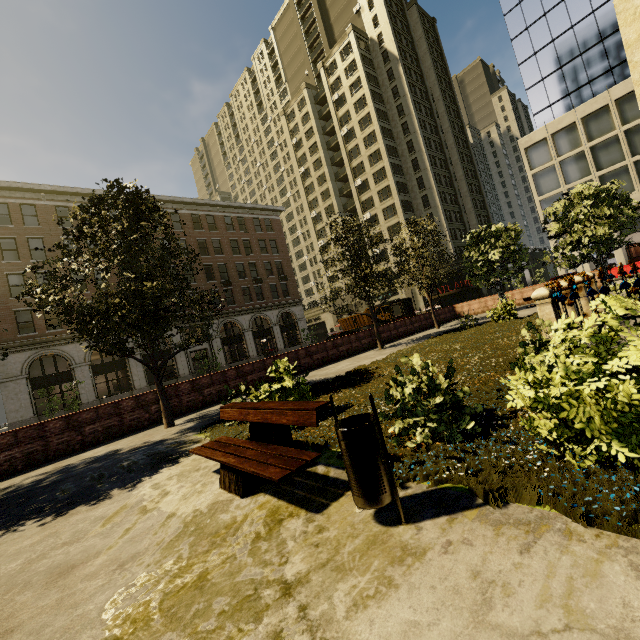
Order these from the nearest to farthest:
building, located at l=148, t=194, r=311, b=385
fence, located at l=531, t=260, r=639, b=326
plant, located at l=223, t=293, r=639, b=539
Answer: plant, located at l=223, t=293, r=639, b=539 < fence, located at l=531, t=260, r=639, b=326 < building, located at l=148, t=194, r=311, b=385

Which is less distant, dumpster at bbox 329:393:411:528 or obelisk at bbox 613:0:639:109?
dumpster at bbox 329:393:411:528

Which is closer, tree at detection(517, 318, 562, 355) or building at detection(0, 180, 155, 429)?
tree at detection(517, 318, 562, 355)

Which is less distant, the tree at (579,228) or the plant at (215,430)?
the plant at (215,430)

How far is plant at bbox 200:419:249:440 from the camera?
6.7m

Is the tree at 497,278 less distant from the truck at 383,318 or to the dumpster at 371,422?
the dumpster at 371,422

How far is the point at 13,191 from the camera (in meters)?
26.38

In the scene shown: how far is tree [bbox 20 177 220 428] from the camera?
8.8 meters
